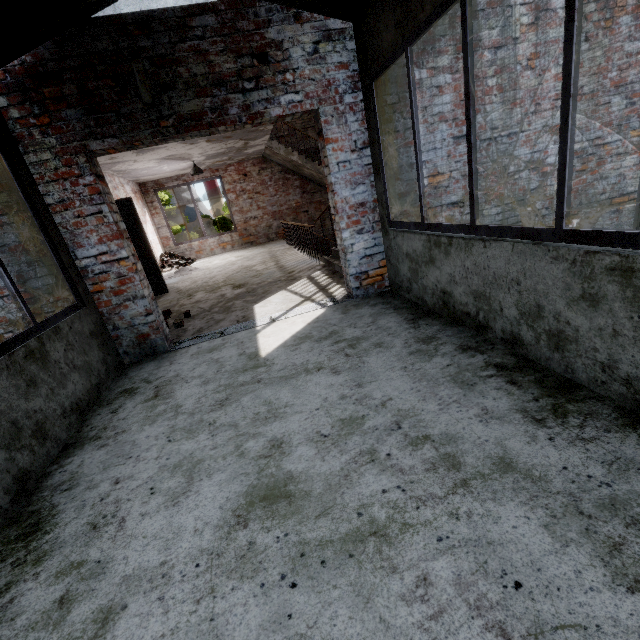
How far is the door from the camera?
6.9m

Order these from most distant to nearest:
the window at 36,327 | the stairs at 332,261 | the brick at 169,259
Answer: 1. the brick at 169,259
2. the stairs at 332,261
3. the window at 36,327

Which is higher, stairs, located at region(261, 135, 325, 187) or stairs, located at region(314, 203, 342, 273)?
stairs, located at region(261, 135, 325, 187)

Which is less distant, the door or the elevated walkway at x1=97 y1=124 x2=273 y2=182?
the door

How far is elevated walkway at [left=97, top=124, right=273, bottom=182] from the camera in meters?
7.8

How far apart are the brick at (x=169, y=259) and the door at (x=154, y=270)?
4.24m

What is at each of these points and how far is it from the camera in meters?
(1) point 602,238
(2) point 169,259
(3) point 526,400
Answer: (1) window, 1.6 m
(2) brick, 12.0 m
(3) building, 1.9 m

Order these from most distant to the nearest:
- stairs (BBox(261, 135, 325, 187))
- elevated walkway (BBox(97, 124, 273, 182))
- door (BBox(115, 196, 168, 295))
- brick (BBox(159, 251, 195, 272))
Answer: brick (BBox(159, 251, 195, 272)), stairs (BBox(261, 135, 325, 187)), elevated walkway (BBox(97, 124, 273, 182)), door (BBox(115, 196, 168, 295))
